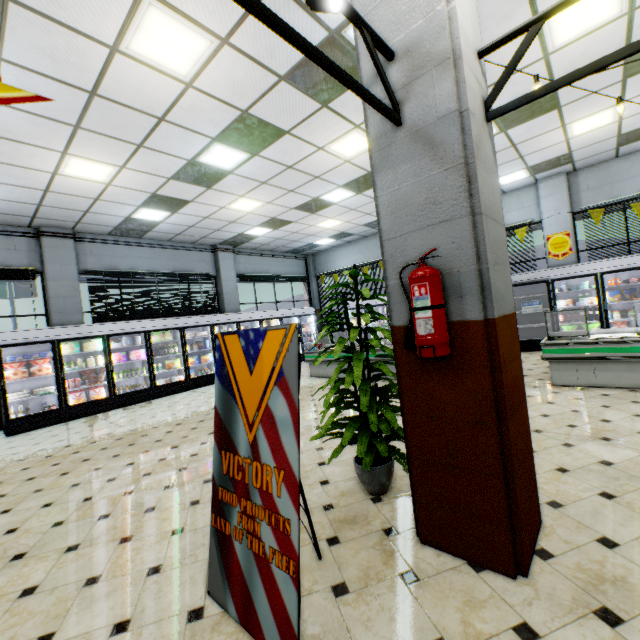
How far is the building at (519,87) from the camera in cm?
493

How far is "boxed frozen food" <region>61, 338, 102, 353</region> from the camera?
7.9m

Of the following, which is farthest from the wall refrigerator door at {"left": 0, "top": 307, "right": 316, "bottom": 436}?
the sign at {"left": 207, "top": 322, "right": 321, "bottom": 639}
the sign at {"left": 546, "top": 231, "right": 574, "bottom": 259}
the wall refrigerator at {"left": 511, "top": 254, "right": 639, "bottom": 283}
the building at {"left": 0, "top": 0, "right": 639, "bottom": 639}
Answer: the sign at {"left": 546, "top": 231, "right": 574, "bottom": 259}

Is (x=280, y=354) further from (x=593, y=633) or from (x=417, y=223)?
(x=593, y=633)

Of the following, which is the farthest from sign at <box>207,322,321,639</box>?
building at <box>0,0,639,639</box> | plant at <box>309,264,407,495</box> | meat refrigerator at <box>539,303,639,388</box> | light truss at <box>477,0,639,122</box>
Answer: meat refrigerator at <box>539,303,639,388</box>

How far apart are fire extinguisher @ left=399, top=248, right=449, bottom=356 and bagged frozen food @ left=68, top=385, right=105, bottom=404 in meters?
9.0

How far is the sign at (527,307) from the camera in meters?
9.0 m

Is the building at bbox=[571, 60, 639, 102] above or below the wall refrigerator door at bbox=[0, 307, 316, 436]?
above
